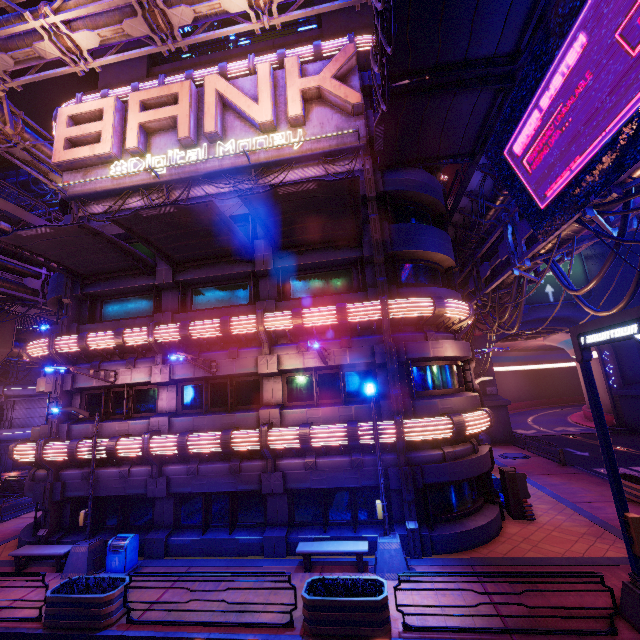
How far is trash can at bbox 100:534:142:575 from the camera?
11.7 meters

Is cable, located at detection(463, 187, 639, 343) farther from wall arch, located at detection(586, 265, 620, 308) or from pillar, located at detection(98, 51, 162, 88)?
pillar, located at detection(98, 51, 162, 88)

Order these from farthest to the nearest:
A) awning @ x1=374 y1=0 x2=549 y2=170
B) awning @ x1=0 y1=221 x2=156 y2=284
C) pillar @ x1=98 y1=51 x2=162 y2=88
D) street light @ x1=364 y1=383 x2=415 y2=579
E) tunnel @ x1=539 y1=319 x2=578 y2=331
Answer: tunnel @ x1=539 y1=319 x2=578 y2=331, pillar @ x1=98 y1=51 x2=162 y2=88, awning @ x1=0 y1=221 x2=156 y2=284, street light @ x1=364 y1=383 x2=415 y2=579, awning @ x1=374 y1=0 x2=549 y2=170

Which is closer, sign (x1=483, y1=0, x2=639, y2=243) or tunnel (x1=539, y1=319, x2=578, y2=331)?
A: sign (x1=483, y1=0, x2=639, y2=243)

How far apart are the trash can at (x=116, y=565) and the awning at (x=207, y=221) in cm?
1094

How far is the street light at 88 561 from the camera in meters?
11.8 m

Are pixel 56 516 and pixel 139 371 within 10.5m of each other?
yes

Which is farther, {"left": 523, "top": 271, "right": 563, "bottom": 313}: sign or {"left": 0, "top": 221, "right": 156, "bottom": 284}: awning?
{"left": 523, "top": 271, "right": 563, "bottom": 313}: sign
